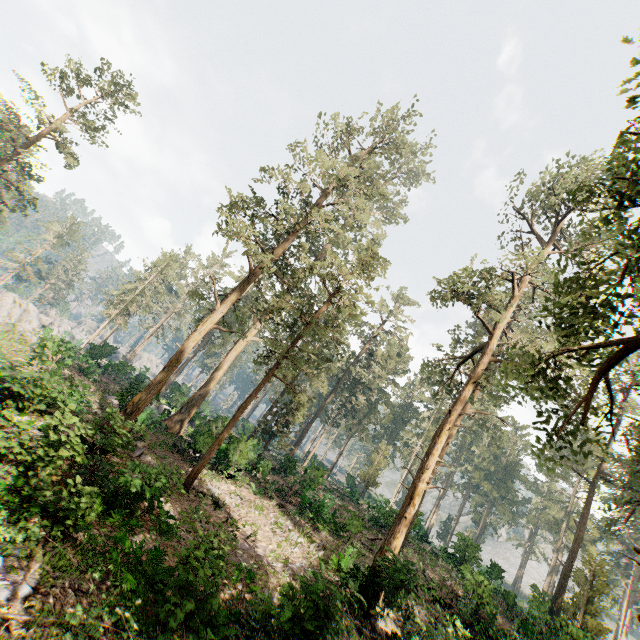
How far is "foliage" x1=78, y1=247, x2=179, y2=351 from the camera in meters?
48.3 m

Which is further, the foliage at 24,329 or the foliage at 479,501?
the foliage at 24,329

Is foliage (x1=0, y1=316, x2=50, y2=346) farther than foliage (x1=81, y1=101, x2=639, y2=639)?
Yes

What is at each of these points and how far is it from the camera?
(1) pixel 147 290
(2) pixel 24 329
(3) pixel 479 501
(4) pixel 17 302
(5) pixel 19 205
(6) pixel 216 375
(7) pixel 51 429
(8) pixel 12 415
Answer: (1) foliage, 51.2 meters
(2) foliage, 36.7 meters
(3) foliage, 58.0 meters
(4) rock, 51.6 meters
(5) foliage, 35.6 meters
(6) foliage, 29.2 meters
(7) foliage, 10.2 meters
(8) foliage, 7.3 meters

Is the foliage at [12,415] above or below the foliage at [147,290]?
below

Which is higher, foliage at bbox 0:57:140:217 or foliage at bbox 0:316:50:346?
foliage at bbox 0:57:140:217
